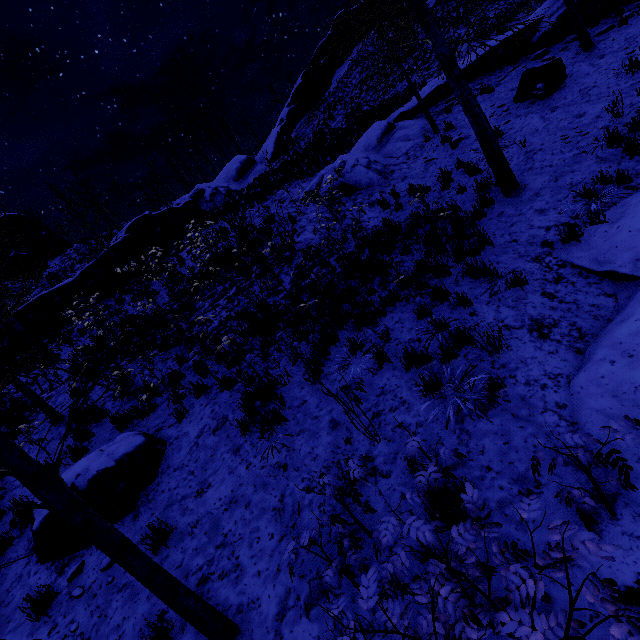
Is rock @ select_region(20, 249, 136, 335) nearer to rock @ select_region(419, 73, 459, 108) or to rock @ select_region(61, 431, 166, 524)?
rock @ select_region(419, 73, 459, 108)

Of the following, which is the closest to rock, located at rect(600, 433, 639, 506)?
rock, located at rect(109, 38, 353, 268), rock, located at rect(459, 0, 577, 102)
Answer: rock, located at rect(459, 0, 577, 102)

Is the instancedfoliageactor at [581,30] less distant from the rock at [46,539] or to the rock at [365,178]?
the rock at [365,178]

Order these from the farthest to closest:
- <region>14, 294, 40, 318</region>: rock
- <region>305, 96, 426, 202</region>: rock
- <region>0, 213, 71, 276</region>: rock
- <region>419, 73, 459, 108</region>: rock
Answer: <region>0, 213, 71, 276</region>: rock < <region>14, 294, 40, 318</region>: rock < <region>419, 73, 459, 108</region>: rock < <region>305, 96, 426, 202</region>: rock

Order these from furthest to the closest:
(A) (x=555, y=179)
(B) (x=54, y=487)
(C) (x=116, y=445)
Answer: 1. (A) (x=555, y=179)
2. (C) (x=116, y=445)
3. (B) (x=54, y=487)

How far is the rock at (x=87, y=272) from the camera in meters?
14.3

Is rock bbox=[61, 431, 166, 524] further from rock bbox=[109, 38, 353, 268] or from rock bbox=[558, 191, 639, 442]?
rock bbox=[109, 38, 353, 268]
